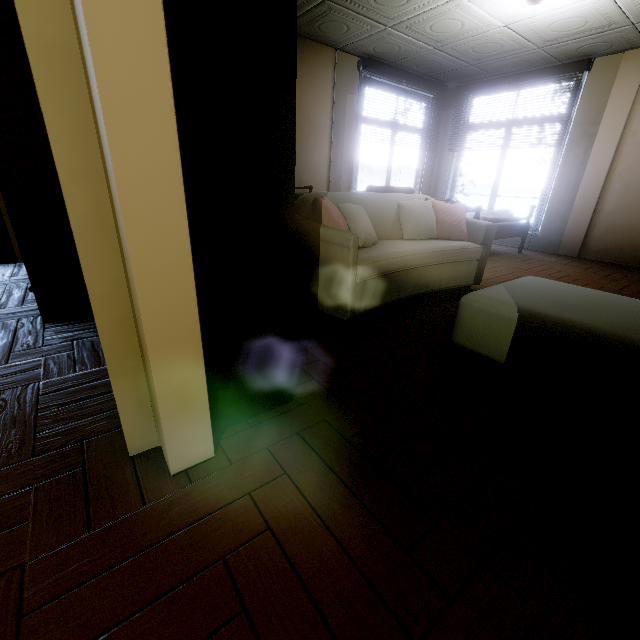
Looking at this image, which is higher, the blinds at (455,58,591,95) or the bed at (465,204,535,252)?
the blinds at (455,58,591,95)

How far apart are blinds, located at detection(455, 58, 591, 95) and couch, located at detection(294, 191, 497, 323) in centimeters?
316cm

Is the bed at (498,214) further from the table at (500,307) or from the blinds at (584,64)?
the table at (500,307)

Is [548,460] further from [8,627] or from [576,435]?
[8,627]

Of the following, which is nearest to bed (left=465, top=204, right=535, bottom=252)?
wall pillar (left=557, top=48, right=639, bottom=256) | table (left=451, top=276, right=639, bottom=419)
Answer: wall pillar (left=557, top=48, right=639, bottom=256)

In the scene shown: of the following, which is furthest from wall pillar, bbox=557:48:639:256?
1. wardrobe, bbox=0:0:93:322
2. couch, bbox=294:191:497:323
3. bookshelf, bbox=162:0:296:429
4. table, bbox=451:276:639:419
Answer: wardrobe, bbox=0:0:93:322

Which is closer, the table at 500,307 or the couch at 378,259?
the table at 500,307

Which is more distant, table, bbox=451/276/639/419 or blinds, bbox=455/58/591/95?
blinds, bbox=455/58/591/95
